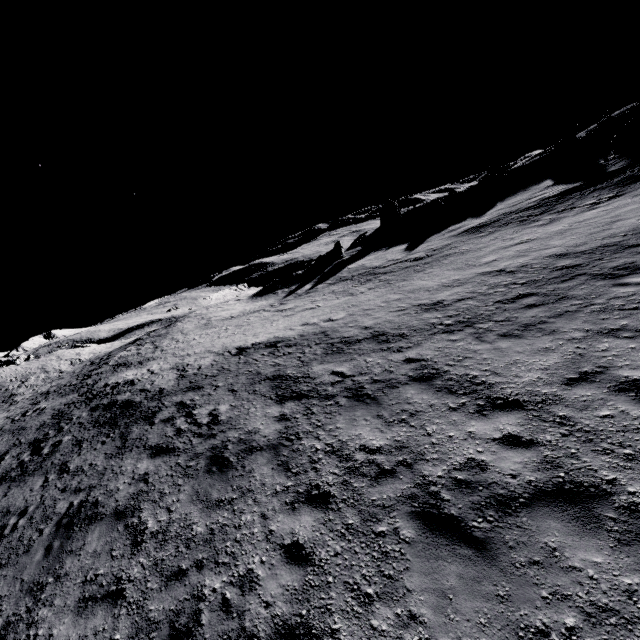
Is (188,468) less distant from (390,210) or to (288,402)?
(288,402)

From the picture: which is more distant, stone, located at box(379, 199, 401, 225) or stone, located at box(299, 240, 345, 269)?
stone, located at box(379, 199, 401, 225)

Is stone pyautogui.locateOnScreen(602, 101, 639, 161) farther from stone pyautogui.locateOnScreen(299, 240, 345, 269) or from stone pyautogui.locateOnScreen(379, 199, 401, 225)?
stone pyautogui.locateOnScreen(299, 240, 345, 269)

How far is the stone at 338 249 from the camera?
39.9m

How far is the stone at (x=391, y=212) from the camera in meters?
48.4

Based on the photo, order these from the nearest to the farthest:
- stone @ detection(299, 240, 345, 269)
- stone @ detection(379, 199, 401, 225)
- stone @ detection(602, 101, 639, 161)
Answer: stone @ detection(602, 101, 639, 161) < stone @ detection(299, 240, 345, 269) < stone @ detection(379, 199, 401, 225)
